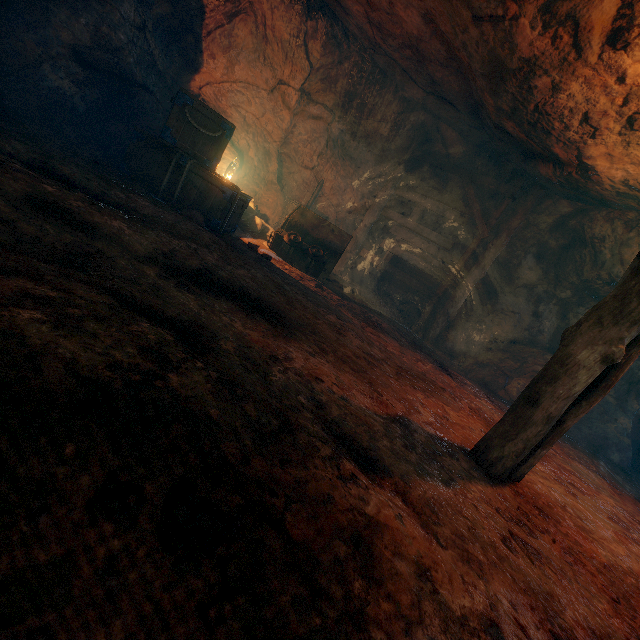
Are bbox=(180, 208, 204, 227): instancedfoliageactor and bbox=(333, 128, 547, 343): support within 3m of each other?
no

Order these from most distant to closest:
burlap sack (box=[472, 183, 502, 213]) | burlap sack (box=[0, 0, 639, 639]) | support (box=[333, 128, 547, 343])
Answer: burlap sack (box=[472, 183, 502, 213]), support (box=[333, 128, 547, 343]), burlap sack (box=[0, 0, 639, 639])

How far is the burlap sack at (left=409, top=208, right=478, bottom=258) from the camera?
9.8m

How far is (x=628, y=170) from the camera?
5.2m

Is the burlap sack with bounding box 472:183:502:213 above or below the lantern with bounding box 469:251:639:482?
above

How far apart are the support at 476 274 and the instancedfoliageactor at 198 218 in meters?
5.0 m

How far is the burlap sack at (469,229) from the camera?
9.75m
